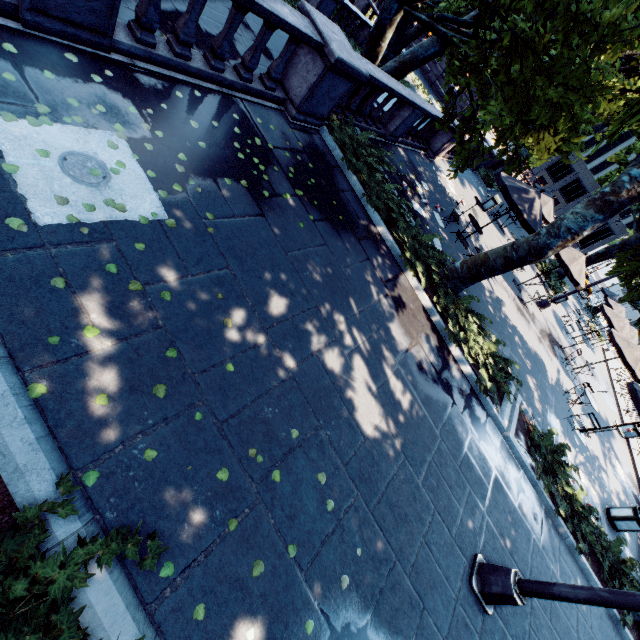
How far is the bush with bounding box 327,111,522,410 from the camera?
8.21m

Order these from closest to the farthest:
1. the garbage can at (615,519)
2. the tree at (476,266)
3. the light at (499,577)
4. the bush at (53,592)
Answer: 1. the bush at (53,592)
2. the light at (499,577)
3. the tree at (476,266)
4. the garbage can at (615,519)

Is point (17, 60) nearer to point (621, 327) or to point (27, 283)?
point (27, 283)

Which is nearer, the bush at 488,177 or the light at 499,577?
the light at 499,577

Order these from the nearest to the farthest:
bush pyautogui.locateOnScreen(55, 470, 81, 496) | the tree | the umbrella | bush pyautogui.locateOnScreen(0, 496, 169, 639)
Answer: bush pyautogui.locateOnScreen(0, 496, 169, 639) < bush pyautogui.locateOnScreen(55, 470, 81, 496) < the tree < the umbrella

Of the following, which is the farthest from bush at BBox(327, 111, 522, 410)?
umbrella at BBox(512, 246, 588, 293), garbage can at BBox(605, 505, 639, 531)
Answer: umbrella at BBox(512, 246, 588, 293)

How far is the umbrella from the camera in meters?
14.4 m

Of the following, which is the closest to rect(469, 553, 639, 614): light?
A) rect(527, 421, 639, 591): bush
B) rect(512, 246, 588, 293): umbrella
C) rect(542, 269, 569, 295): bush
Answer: rect(527, 421, 639, 591): bush
